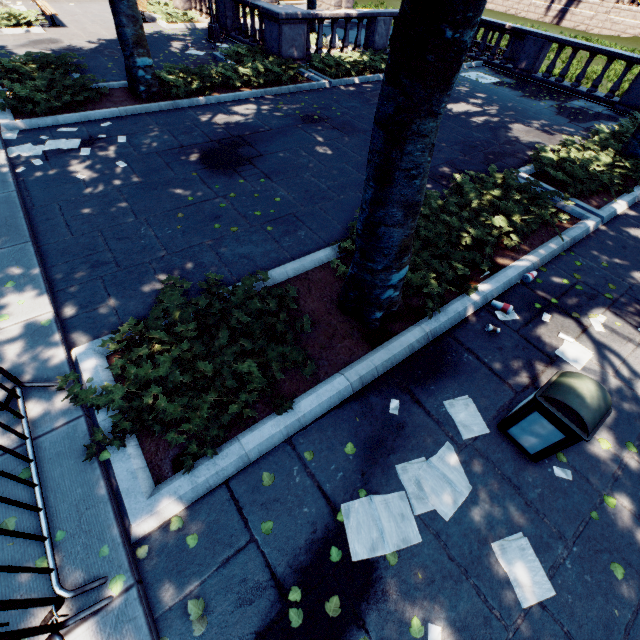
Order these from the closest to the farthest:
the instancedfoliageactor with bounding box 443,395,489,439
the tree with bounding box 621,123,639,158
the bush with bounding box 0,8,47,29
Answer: the instancedfoliageactor with bounding box 443,395,489,439 → the tree with bounding box 621,123,639,158 → the bush with bounding box 0,8,47,29

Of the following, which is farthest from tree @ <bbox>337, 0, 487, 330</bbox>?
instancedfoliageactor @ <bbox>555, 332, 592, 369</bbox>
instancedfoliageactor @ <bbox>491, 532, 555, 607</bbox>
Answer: instancedfoliageactor @ <bbox>491, 532, 555, 607</bbox>

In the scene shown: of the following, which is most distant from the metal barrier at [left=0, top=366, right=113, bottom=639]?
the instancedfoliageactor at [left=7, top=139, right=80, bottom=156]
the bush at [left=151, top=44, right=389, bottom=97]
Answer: the bush at [left=151, top=44, right=389, bottom=97]

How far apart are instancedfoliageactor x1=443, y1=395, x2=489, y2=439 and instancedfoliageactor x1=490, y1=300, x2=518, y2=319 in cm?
167

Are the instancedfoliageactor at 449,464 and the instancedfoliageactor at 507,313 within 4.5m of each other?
yes

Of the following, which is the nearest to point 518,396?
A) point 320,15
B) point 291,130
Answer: point 291,130

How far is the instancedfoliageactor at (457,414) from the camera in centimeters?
386cm

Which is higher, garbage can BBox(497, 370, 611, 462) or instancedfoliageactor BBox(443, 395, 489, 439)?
garbage can BBox(497, 370, 611, 462)
